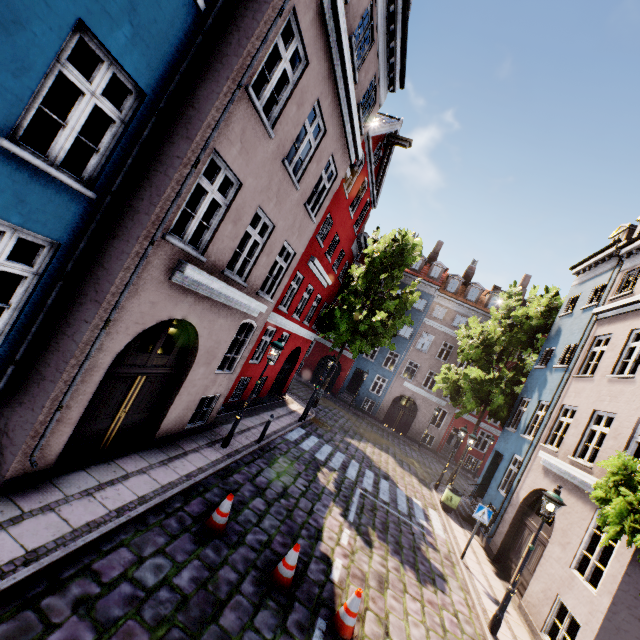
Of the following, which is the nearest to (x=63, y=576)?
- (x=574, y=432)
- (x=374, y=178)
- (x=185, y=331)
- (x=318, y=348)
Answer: (x=185, y=331)

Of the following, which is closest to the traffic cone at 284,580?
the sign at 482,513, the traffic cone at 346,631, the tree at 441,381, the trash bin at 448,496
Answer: Result: the traffic cone at 346,631

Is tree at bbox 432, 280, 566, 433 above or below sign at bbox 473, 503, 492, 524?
above

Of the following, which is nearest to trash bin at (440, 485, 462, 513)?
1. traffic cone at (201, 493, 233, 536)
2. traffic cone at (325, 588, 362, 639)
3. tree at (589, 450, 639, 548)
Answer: tree at (589, 450, 639, 548)

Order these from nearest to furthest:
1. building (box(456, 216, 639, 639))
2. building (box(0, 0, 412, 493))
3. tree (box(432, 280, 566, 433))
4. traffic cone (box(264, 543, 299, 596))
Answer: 1. building (box(0, 0, 412, 493))
2. traffic cone (box(264, 543, 299, 596))
3. building (box(456, 216, 639, 639))
4. tree (box(432, 280, 566, 433))

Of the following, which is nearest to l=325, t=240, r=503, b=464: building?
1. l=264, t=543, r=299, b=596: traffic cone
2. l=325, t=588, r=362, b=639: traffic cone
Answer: l=264, t=543, r=299, b=596: traffic cone

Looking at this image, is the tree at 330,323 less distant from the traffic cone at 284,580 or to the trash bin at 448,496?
the trash bin at 448,496

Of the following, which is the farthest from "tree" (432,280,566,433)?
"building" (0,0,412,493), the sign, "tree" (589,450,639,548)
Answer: "tree" (589,450,639,548)
